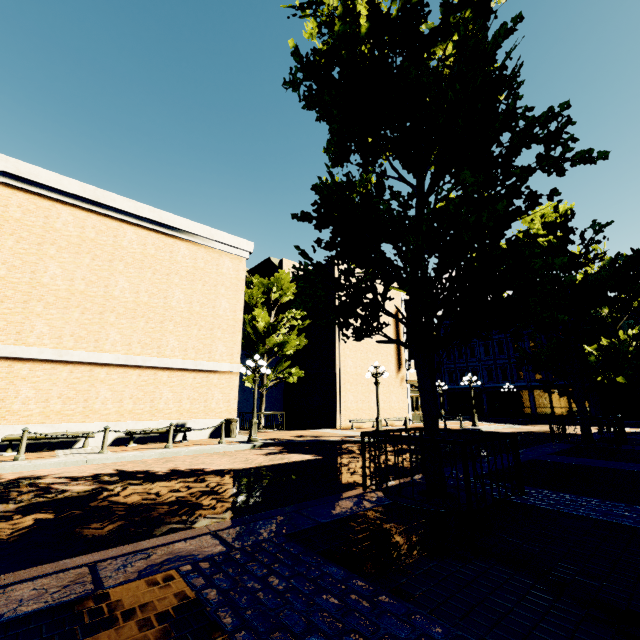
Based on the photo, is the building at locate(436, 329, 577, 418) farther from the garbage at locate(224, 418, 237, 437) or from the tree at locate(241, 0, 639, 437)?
the garbage at locate(224, 418, 237, 437)

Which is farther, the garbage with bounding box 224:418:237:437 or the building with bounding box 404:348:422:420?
the building with bounding box 404:348:422:420

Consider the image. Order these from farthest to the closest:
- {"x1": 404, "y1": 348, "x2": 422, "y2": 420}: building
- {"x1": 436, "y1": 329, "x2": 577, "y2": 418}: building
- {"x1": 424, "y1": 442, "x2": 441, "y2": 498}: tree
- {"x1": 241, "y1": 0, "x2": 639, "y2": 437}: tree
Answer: {"x1": 436, "y1": 329, "x2": 577, "y2": 418}: building
{"x1": 404, "y1": 348, "x2": 422, "y2": 420}: building
{"x1": 424, "y1": 442, "x2": 441, "y2": 498}: tree
{"x1": 241, "y1": 0, "x2": 639, "y2": 437}: tree

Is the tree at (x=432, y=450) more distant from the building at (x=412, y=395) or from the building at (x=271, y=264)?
the building at (x=271, y=264)

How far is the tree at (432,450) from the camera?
5.5 meters

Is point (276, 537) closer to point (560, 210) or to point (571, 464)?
point (571, 464)

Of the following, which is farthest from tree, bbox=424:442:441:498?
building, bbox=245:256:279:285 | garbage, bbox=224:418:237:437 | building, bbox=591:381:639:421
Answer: garbage, bbox=224:418:237:437
